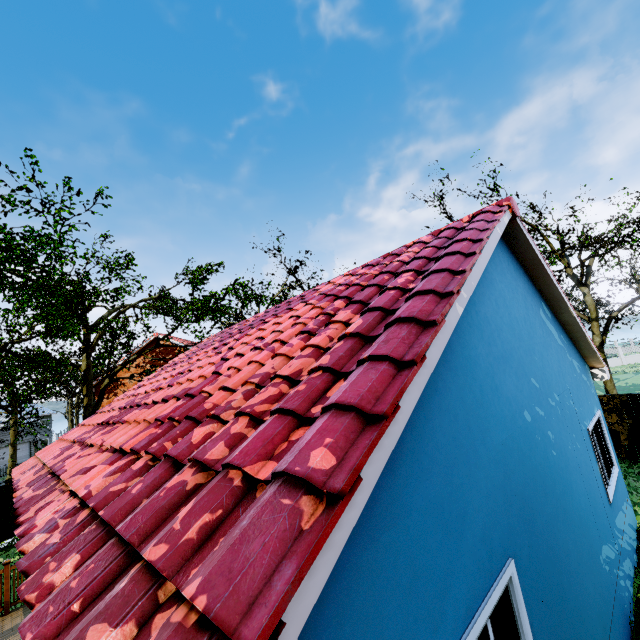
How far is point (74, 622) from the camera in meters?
1.6 m

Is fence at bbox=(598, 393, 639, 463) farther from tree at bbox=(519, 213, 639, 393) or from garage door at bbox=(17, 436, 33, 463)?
tree at bbox=(519, 213, 639, 393)

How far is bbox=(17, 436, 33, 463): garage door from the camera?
40.21m

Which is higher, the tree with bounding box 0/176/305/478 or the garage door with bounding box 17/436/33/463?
the tree with bounding box 0/176/305/478

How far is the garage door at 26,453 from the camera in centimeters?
4021cm

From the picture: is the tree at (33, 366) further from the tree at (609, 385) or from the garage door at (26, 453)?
the tree at (609, 385)

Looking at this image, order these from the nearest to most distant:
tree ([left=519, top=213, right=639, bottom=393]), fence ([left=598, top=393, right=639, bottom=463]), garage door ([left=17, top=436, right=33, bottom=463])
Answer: fence ([left=598, top=393, right=639, bottom=463])
tree ([left=519, top=213, right=639, bottom=393])
garage door ([left=17, top=436, right=33, bottom=463])

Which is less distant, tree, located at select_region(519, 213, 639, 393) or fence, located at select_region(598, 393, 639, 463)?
fence, located at select_region(598, 393, 639, 463)
